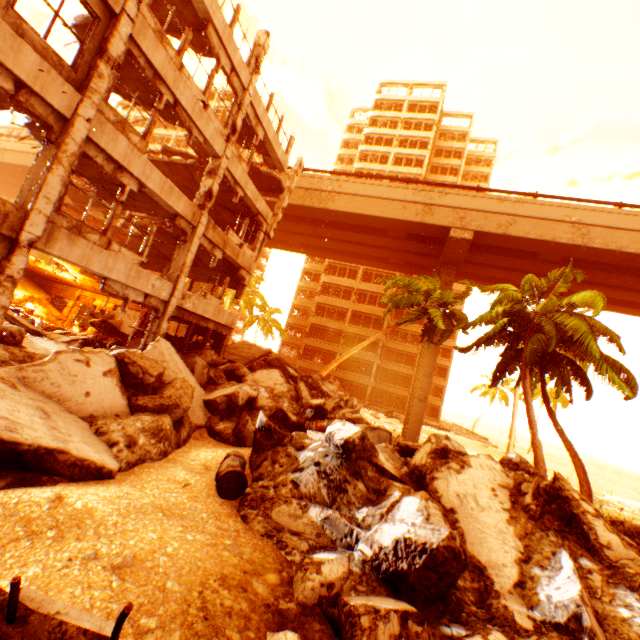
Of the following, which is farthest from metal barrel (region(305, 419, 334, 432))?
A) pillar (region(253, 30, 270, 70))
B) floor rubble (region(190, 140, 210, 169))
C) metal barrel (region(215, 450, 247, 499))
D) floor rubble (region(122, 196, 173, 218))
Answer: floor rubble (region(190, 140, 210, 169))

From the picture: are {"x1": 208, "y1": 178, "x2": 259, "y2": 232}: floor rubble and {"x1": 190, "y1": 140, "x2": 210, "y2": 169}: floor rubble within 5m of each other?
yes

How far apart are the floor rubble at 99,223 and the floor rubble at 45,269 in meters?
2.6

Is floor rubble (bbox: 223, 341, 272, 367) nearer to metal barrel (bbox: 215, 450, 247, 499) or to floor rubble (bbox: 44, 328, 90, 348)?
floor rubble (bbox: 44, 328, 90, 348)

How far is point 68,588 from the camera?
2.7 meters

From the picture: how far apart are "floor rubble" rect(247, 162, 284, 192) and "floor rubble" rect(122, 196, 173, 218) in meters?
5.6 m

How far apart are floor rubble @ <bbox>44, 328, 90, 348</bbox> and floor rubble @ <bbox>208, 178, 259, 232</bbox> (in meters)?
8.34

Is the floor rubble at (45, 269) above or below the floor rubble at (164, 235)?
below
